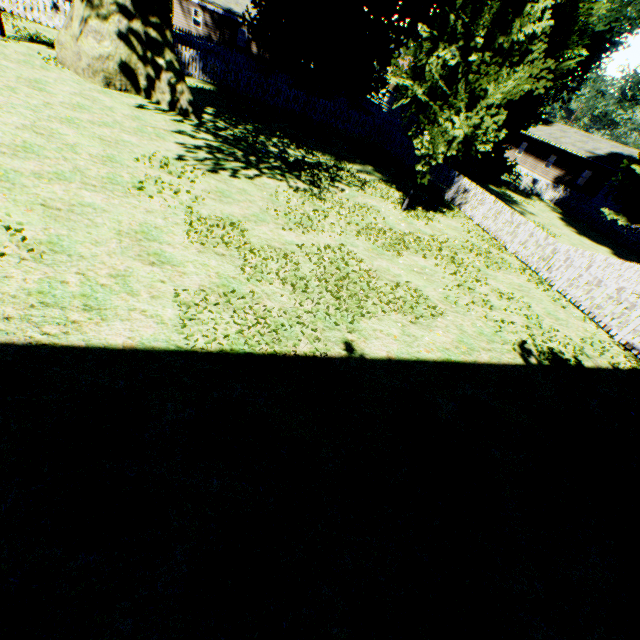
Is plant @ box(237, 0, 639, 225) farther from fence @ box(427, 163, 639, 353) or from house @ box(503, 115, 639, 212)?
house @ box(503, 115, 639, 212)

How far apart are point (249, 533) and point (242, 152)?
12.19m

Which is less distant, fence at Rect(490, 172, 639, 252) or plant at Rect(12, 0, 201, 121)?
plant at Rect(12, 0, 201, 121)

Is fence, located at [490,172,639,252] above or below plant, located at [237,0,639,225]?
below

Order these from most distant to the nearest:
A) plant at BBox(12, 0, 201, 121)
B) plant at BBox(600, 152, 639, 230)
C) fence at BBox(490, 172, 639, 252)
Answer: fence at BBox(490, 172, 639, 252) → plant at BBox(600, 152, 639, 230) → plant at BBox(12, 0, 201, 121)

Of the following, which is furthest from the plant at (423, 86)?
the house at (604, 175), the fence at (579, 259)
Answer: the house at (604, 175)
